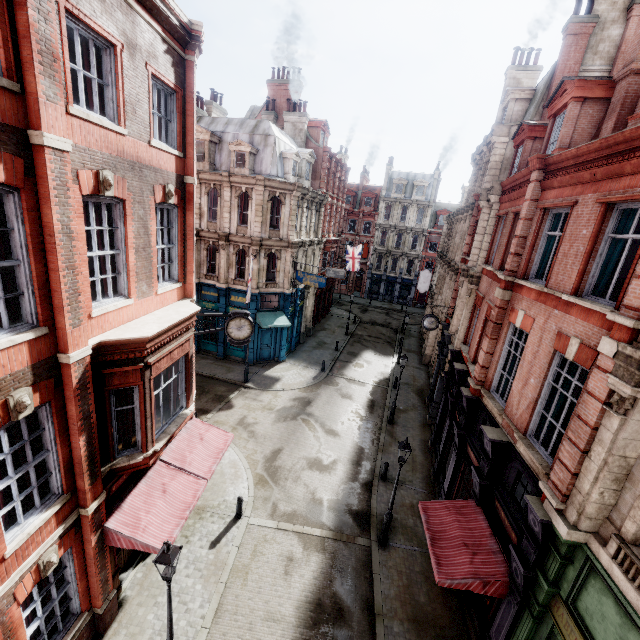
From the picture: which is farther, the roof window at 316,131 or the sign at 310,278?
the roof window at 316,131

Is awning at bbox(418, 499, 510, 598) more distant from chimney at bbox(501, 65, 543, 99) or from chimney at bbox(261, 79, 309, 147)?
chimney at bbox(261, 79, 309, 147)

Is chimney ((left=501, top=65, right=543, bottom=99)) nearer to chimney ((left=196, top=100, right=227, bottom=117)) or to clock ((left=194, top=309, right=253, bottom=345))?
chimney ((left=196, top=100, right=227, bottom=117))

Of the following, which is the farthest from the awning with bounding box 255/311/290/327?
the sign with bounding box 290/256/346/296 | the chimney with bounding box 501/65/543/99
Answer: the chimney with bounding box 501/65/543/99

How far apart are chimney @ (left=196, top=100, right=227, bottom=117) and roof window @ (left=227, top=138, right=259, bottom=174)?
6.4m

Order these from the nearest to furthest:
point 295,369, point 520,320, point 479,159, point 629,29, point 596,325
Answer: point 596,325 < point 520,320 < point 629,29 < point 479,159 < point 295,369

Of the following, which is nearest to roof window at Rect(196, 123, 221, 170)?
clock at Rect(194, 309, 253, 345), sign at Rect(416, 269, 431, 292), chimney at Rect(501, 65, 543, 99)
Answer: clock at Rect(194, 309, 253, 345)

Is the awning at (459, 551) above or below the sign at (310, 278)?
below
